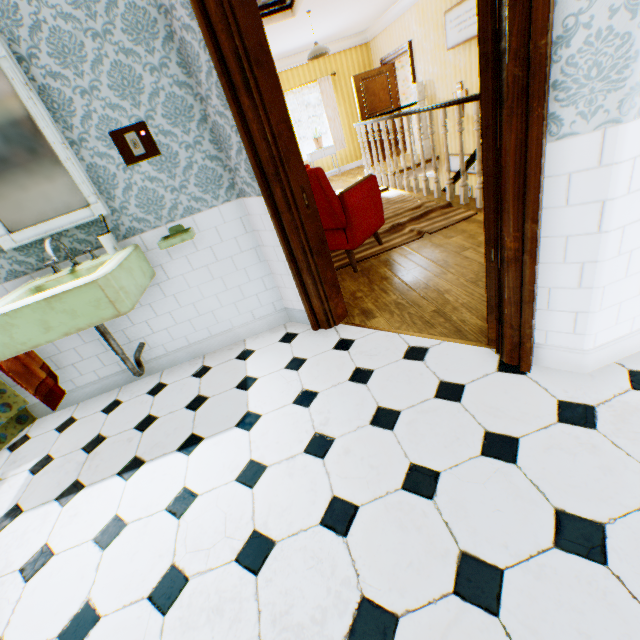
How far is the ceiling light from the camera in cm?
594

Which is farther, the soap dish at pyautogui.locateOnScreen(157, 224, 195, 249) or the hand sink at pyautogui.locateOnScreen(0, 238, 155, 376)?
the soap dish at pyautogui.locateOnScreen(157, 224, 195, 249)

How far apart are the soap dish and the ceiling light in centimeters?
550cm

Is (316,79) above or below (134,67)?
above

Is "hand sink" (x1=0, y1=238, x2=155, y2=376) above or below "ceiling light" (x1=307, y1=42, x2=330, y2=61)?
below

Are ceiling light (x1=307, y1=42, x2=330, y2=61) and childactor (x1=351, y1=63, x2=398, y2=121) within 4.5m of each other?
yes

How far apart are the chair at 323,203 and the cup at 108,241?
1.6m

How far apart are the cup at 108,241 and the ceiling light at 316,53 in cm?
580
